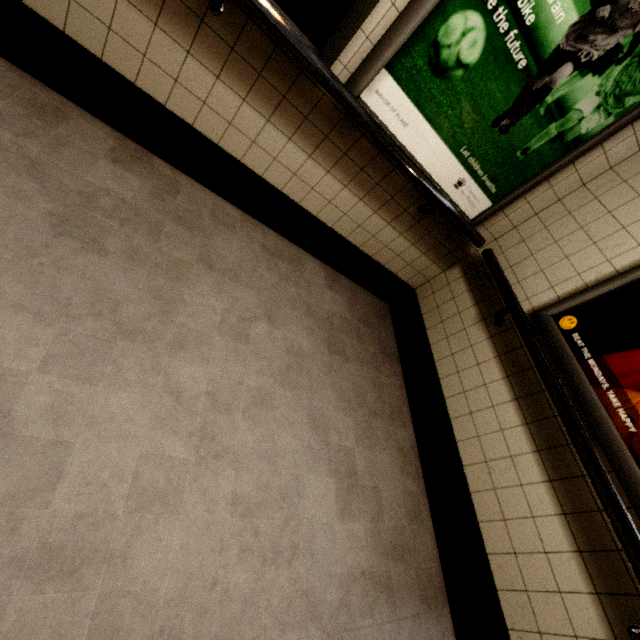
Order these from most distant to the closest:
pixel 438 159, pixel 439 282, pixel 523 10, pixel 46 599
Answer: pixel 439 282, pixel 438 159, pixel 523 10, pixel 46 599

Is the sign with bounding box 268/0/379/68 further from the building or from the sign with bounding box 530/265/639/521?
the sign with bounding box 530/265/639/521

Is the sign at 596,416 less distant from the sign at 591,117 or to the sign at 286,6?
the sign at 591,117

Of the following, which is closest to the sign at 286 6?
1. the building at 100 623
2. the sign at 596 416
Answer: the building at 100 623

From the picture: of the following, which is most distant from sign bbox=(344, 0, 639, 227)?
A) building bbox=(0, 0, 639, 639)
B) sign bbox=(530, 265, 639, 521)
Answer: sign bbox=(530, 265, 639, 521)

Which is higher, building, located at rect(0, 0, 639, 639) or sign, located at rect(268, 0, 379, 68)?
sign, located at rect(268, 0, 379, 68)

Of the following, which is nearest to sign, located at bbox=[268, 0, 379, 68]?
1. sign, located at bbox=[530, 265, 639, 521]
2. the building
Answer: the building

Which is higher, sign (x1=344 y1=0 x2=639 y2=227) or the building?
sign (x1=344 y1=0 x2=639 y2=227)
